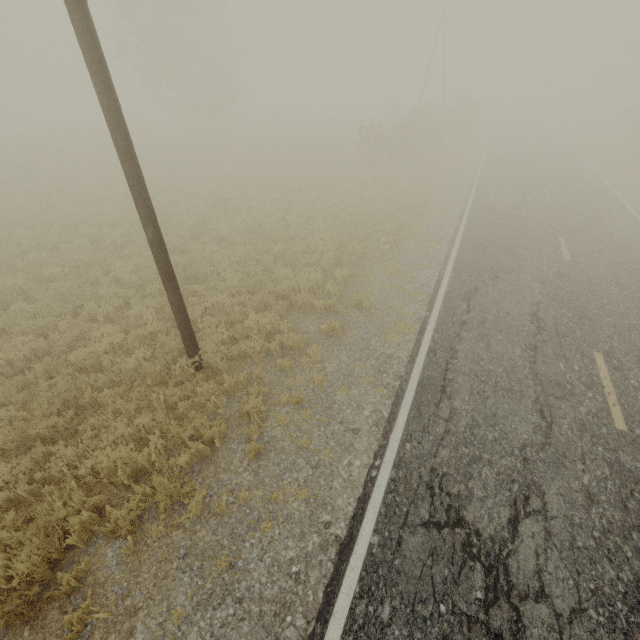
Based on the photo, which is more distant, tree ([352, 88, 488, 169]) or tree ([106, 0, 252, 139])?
tree ([106, 0, 252, 139])

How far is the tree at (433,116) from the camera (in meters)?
22.42

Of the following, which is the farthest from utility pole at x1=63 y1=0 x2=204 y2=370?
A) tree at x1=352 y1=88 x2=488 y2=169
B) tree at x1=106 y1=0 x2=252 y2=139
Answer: tree at x1=106 y1=0 x2=252 y2=139

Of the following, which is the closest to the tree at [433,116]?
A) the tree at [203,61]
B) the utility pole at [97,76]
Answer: the tree at [203,61]

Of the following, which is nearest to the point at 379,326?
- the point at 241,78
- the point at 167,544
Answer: the point at 167,544

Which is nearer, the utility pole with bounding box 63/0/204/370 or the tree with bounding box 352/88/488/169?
the utility pole with bounding box 63/0/204/370

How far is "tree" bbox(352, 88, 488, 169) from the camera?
22.42m

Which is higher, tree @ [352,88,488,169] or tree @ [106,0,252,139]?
tree @ [106,0,252,139]
